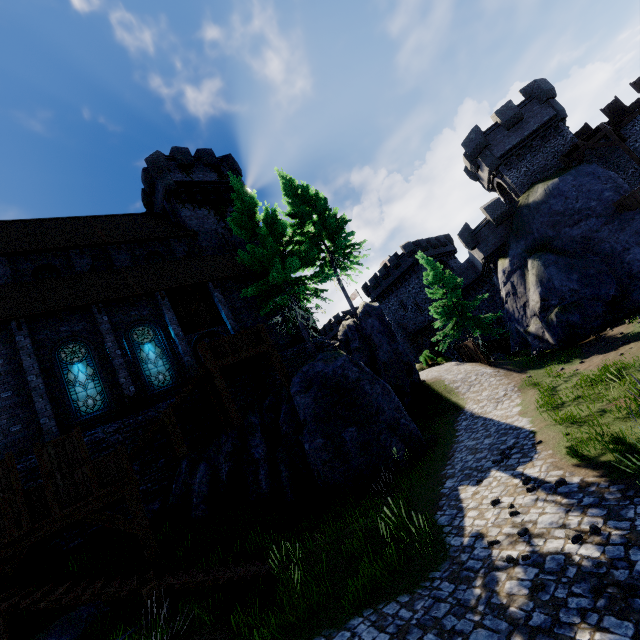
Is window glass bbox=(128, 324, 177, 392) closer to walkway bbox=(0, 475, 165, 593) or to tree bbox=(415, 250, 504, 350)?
walkway bbox=(0, 475, 165, 593)

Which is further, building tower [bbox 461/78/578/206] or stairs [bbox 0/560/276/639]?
building tower [bbox 461/78/578/206]

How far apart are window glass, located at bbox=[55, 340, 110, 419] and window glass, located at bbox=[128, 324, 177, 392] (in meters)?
1.53

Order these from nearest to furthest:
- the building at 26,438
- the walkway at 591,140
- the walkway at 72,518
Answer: the walkway at 72,518 < the building at 26,438 < the walkway at 591,140

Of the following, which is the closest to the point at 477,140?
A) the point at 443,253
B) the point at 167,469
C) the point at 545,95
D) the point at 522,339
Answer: Answer: the point at 545,95

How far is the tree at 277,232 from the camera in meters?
17.7

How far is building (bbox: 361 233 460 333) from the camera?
43.6 meters

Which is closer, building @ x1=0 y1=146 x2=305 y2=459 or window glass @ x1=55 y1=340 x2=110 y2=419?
building @ x1=0 y1=146 x2=305 y2=459
